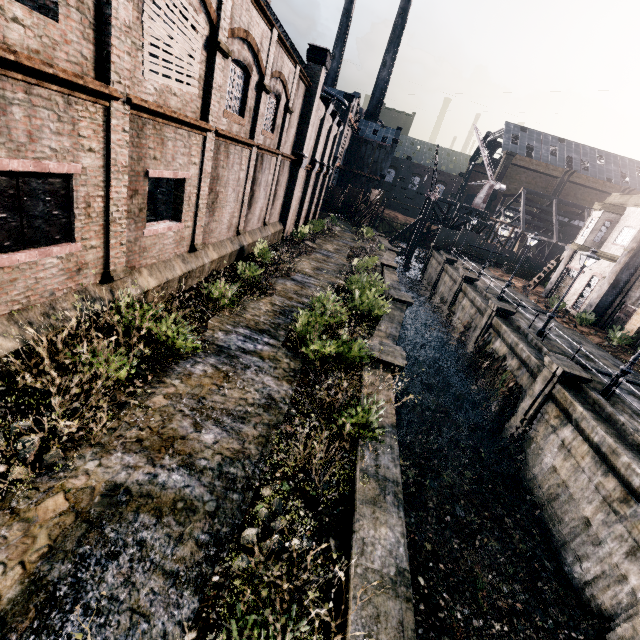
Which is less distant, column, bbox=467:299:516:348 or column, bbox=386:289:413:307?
column, bbox=386:289:413:307

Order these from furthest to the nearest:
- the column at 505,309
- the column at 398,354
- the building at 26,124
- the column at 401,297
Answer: the column at 505,309 < the column at 401,297 < the column at 398,354 < the building at 26,124

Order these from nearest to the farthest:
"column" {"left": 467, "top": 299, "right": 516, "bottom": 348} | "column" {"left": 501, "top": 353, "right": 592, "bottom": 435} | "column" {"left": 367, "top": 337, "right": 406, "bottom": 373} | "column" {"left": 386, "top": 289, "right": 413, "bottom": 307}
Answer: "column" {"left": 367, "top": 337, "right": 406, "bottom": 373}
"column" {"left": 501, "top": 353, "right": 592, "bottom": 435}
"column" {"left": 386, "top": 289, "right": 413, "bottom": 307}
"column" {"left": 467, "top": 299, "right": 516, "bottom": 348}

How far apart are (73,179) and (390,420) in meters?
9.7 m

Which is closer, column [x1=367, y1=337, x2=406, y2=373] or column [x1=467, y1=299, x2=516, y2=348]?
column [x1=367, y1=337, x2=406, y2=373]

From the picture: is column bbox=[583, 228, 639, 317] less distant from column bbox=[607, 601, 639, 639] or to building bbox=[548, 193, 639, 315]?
building bbox=[548, 193, 639, 315]

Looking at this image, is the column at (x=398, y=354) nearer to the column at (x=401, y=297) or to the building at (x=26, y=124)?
the column at (x=401, y=297)

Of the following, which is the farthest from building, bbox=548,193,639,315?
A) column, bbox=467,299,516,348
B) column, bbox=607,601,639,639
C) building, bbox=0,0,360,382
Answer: building, bbox=0,0,360,382
